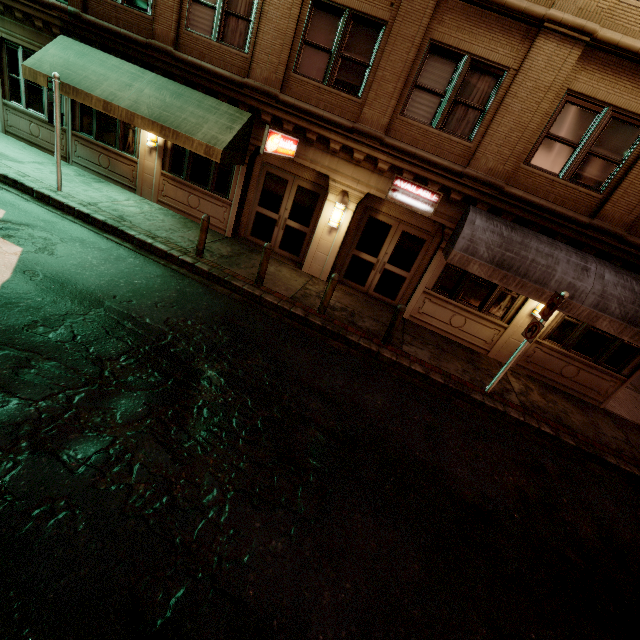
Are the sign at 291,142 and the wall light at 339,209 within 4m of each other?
yes

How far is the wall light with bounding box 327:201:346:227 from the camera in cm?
1018

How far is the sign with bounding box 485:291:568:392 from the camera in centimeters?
729cm

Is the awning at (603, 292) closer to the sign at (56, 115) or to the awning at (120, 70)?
the awning at (120, 70)

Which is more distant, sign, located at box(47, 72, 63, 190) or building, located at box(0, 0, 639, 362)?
sign, located at box(47, 72, 63, 190)

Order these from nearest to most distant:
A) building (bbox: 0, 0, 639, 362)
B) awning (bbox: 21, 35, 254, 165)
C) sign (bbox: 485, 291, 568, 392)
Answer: sign (bbox: 485, 291, 568, 392), building (bbox: 0, 0, 639, 362), awning (bbox: 21, 35, 254, 165)

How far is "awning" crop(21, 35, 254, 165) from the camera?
9.3 meters

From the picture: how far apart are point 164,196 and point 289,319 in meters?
7.4
